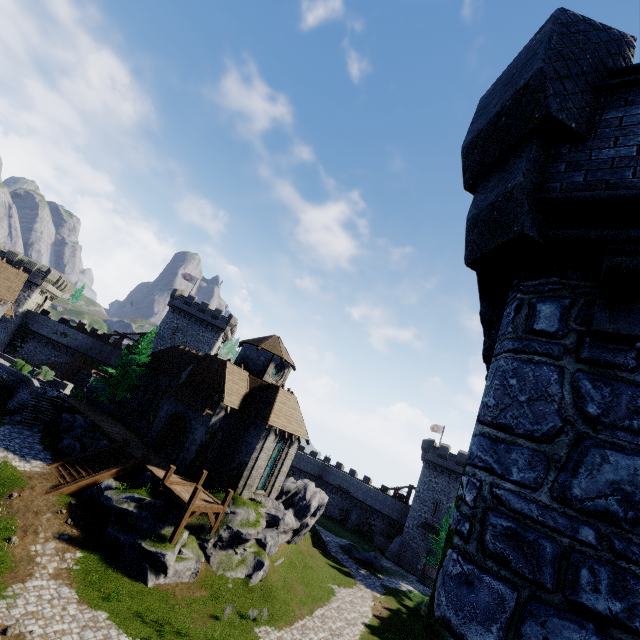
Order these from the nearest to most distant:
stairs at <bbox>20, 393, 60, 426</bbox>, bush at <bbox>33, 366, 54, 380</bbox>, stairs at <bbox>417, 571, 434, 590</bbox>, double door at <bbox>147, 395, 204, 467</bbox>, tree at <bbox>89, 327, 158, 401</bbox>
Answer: double door at <bbox>147, 395, 204, 467</bbox>, stairs at <bbox>20, 393, 60, 426</bbox>, tree at <bbox>89, 327, 158, 401</bbox>, bush at <bbox>33, 366, 54, 380</bbox>, stairs at <bbox>417, 571, 434, 590</bbox>

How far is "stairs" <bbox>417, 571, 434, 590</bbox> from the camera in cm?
4122

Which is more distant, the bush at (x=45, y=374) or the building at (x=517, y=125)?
the bush at (x=45, y=374)

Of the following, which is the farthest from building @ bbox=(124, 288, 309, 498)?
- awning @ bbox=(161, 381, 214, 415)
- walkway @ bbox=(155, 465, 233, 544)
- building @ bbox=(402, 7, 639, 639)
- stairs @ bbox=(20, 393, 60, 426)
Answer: building @ bbox=(402, 7, 639, 639)

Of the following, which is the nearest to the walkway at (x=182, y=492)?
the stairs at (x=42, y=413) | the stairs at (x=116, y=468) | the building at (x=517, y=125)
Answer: the stairs at (x=116, y=468)

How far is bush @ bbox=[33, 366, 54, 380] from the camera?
36.8m

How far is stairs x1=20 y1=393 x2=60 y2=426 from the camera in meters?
25.9 m

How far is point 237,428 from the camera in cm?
2742
